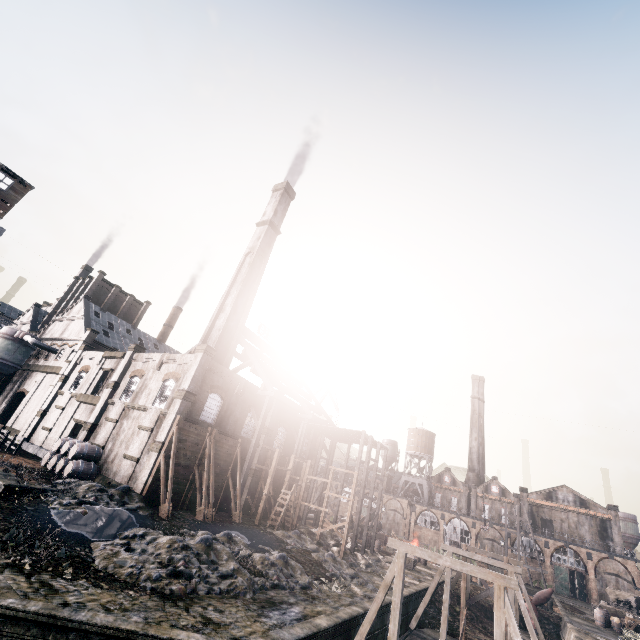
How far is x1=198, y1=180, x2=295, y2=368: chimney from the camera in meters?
37.9 m

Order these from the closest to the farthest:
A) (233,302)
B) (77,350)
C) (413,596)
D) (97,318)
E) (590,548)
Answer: (413,596) < (233,302) < (77,350) < (97,318) < (590,548)

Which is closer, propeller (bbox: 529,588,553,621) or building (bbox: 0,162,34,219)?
building (bbox: 0,162,34,219)

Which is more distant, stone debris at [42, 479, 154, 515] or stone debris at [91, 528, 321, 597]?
stone debris at [42, 479, 154, 515]

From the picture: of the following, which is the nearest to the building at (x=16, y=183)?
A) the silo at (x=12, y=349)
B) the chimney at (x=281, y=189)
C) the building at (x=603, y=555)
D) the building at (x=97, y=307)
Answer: the building at (x=97, y=307)

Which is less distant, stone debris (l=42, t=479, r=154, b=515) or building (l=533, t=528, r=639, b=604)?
stone debris (l=42, t=479, r=154, b=515)

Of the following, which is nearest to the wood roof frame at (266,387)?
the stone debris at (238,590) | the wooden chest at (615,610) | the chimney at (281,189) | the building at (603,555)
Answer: the chimney at (281,189)

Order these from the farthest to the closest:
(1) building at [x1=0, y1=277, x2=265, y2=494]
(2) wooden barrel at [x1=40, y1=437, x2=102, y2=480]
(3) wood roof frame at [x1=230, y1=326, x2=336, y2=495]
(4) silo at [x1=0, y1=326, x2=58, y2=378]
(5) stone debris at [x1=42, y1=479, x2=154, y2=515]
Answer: (4) silo at [x1=0, y1=326, x2=58, y2=378] < (3) wood roof frame at [x1=230, y1=326, x2=336, y2=495] < (1) building at [x1=0, y1=277, x2=265, y2=494] < (2) wooden barrel at [x1=40, y1=437, x2=102, y2=480] < (5) stone debris at [x1=42, y1=479, x2=154, y2=515]
